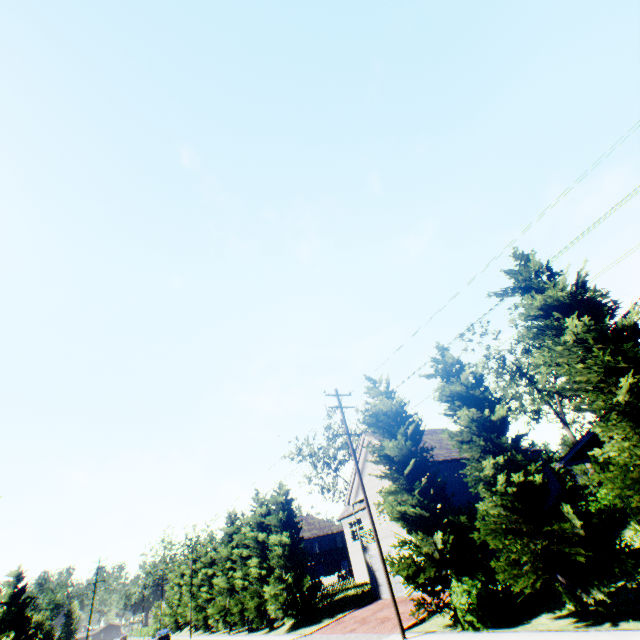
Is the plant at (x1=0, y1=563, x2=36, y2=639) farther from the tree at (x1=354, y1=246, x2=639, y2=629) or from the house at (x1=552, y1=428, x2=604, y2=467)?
the house at (x1=552, y1=428, x2=604, y2=467)

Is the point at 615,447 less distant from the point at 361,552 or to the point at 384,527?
the point at 384,527

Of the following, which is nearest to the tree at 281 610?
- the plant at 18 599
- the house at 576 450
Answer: the house at 576 450

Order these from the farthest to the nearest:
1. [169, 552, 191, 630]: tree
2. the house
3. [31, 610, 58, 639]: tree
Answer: [169, 552, 191, 630]: tree, [31, 610, 58, 639]: tree, the house

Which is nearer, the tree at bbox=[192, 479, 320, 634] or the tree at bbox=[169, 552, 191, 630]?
the tree at bbox=[192, 479, 320, 634]

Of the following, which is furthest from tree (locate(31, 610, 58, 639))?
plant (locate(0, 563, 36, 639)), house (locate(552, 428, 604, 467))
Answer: plant (locate(0, 563, 36, 639))
